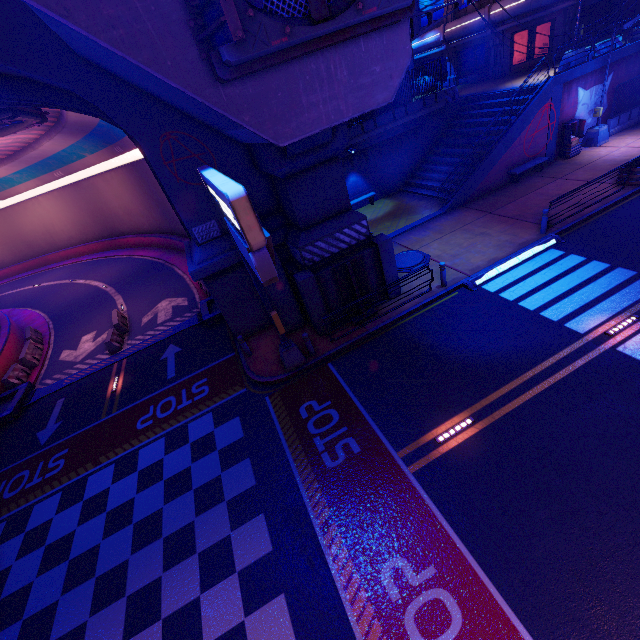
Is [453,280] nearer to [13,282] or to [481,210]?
[481,210]

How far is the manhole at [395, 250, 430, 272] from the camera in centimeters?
1517cm

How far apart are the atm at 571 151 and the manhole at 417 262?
12.76m

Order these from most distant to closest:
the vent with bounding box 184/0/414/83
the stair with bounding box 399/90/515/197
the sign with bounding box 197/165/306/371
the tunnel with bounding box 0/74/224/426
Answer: the stair with bounding box 399/90/515/197 < the tunnel with bounding box 0/74/224/426 < the vent with bounding box 184/0/414/83 < the sign with bounding box 197/165/306/371

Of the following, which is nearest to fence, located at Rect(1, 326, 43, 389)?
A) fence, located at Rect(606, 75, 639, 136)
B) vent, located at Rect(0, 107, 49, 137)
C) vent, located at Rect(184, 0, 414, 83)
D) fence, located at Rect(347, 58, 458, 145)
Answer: vent, located at Rect(0, 107, 49, 137)

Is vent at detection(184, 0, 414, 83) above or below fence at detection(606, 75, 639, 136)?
above

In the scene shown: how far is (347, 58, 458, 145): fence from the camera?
21.3 meters

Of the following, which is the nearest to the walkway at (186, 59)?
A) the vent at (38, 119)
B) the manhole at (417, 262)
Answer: the vent at (38, 119)
